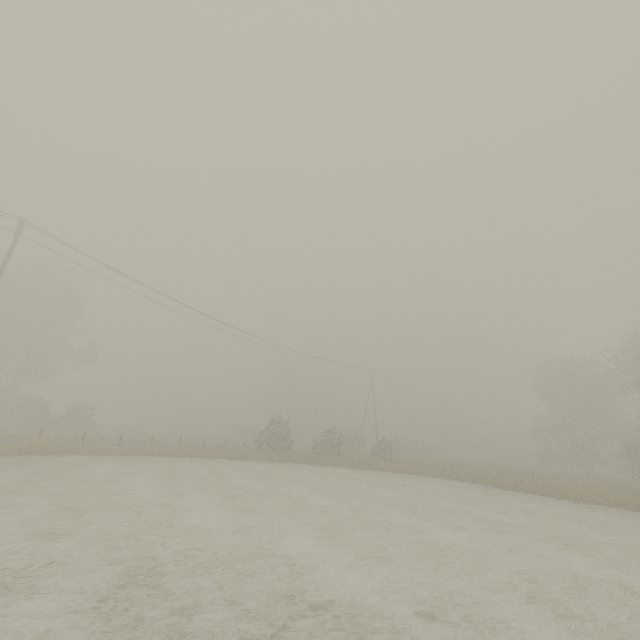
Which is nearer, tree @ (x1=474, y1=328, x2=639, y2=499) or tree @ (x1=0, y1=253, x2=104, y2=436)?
tree @ (x1=474, y1=328, x2=639, y2=499)

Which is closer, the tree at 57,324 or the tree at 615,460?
the tree at 615,460

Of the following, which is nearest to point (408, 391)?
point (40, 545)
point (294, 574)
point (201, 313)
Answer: point (201, 313)
